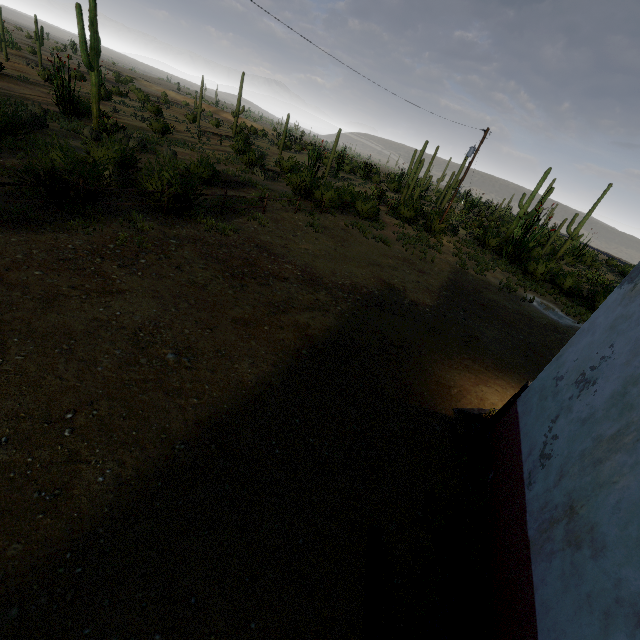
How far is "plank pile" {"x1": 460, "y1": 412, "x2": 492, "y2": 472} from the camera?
5.52m

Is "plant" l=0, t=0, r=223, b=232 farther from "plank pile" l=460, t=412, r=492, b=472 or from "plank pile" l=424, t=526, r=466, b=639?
"plank pile" l=460, t=412, r=492, b=472

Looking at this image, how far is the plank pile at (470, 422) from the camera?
5.5 meters

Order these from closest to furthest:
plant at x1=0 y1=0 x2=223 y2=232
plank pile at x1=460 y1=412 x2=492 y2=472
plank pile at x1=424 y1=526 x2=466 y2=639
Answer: plank pile at x1=424 y1=526 x2=466 y2=639, plank pile at x1=460 y1=412 x2=492 y2=472, plant at x1=0 y1=0 x2=223 y2=232

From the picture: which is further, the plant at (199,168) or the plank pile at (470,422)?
the plant at (199,168)

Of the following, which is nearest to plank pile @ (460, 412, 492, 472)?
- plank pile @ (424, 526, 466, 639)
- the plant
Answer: plank pile @ (424, 526, 466, 639)

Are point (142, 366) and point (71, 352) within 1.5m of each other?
yes
